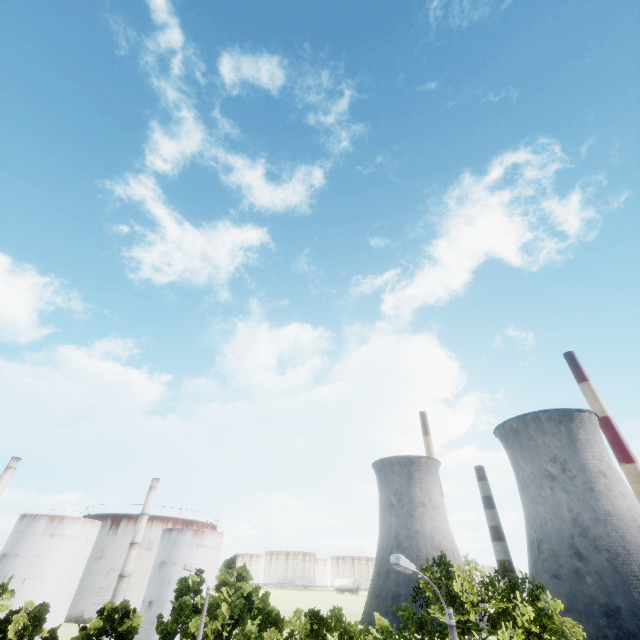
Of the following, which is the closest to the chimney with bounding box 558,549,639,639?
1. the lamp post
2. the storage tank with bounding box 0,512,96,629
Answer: the lamp post

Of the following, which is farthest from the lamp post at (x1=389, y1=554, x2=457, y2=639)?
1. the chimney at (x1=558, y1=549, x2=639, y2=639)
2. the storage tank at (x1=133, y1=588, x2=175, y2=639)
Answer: the chimney at (x1=558, y1=549, x2=639, y2=639)

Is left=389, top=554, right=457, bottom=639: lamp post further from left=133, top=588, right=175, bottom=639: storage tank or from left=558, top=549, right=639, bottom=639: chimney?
left=558, top=549, right=639, bottom=639: chimney

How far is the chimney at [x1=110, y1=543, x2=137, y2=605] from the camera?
55.2m

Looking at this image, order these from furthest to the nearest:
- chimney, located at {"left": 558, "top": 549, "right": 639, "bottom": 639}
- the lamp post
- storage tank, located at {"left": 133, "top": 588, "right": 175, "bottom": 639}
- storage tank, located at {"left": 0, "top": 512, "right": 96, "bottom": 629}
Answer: storage tank, located at {"left": 133, "top": 588, "right": 175, "bottom": 639} < chimney, located at {"left": 558, "top": 549, "right": 639, "bottom": 639} < storage tank, located at {"left": 0, "top": 512, "right": 96, "bottom": 629} < the lamp post

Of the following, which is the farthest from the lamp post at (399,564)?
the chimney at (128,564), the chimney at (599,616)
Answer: the chimney at (599,616)

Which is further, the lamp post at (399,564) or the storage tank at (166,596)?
the storage tank at (166,596)

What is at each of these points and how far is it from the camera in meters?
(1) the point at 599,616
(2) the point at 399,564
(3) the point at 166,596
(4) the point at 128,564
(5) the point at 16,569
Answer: (1) chimney, 55.5 m
(2) lamp post, 10.5 m
(3) storage tank, 59.2 m
(4) chimney, 58.0 m
(5) storage tank, 50.5 m
